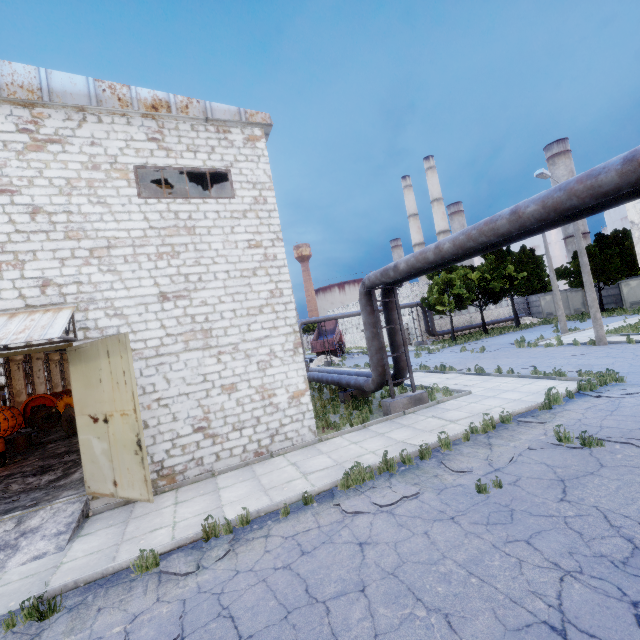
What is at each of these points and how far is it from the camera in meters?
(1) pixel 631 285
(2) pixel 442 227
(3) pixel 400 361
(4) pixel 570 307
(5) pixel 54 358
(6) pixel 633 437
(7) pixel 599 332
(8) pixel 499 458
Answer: (1) fuse box, 35.0 m
(2) chimney, 59.4 m
(3) pipe, 12.7 m
(4) fuse box, 40.8 m
(5) column beam, 37.4 m
(6) asphalt debris, 6.9 m
(7) lamp post, 18.1 m
(8) asphalt debris, 7.1 m

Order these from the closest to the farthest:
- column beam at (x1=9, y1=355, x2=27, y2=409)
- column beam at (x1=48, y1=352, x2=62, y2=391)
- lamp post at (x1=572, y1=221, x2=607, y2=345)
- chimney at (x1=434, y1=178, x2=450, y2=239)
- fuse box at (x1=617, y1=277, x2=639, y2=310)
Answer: lamp post at (x1=572, y1=221, x2=607, y2=345) → column beam at (x1=9, y1=355, x2=27, y2=409) → fuse box at (x1=617, y1=277, x2=639, y2=310) → column beam at (x1=48, y1=352, x2=62, y2=391) → chimney at (x1=434, y1=178, x2=450, y2=239)

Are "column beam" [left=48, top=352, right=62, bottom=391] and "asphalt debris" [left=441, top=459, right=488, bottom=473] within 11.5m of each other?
no

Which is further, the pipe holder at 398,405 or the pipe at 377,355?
the pipe at 377,355

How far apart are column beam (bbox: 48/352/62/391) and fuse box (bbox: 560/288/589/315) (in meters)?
61.38

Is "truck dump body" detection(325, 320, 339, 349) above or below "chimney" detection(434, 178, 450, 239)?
below

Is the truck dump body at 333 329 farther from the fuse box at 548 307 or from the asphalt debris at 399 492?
the asphalt debris at 399 492

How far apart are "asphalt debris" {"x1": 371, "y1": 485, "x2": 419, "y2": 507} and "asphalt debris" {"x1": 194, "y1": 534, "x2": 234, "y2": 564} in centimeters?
195cm
